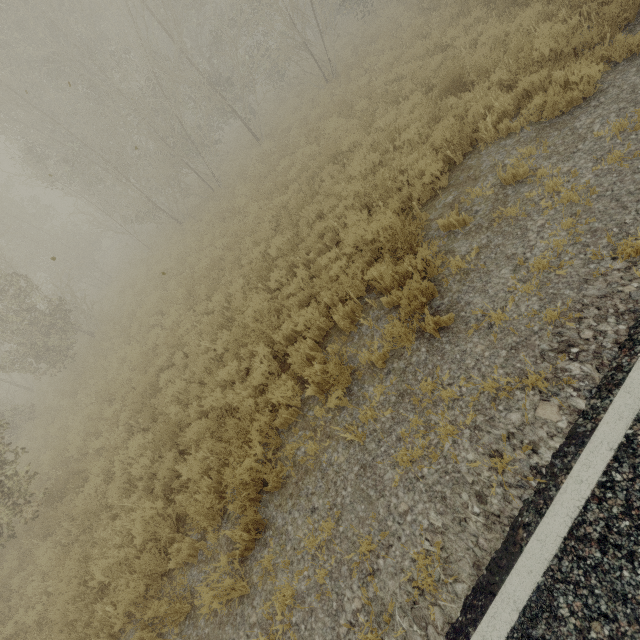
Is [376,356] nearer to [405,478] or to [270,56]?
[405,478]
